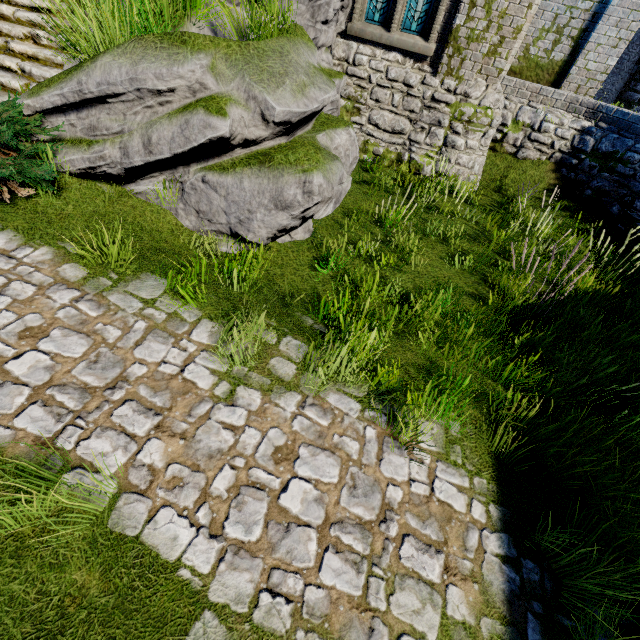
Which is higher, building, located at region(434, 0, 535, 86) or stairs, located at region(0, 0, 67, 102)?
building, located at region(434, 0, 535, 86)

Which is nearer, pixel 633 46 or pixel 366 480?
pixel 366 480

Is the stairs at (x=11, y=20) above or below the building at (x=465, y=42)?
below

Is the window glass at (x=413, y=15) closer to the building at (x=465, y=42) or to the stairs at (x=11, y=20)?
the building at (x=465, y=42)

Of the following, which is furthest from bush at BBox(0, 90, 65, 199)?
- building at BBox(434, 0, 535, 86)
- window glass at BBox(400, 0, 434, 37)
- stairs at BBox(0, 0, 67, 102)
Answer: window glass at BBox(400, 0, 434, 37)

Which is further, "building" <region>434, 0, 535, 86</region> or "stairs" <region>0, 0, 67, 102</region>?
"building" <region>434, 0, 535, 86</region>

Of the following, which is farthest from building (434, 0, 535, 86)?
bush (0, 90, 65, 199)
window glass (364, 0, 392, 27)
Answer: bush (0, 90, 65, 199)

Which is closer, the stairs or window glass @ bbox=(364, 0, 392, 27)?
the stairs
